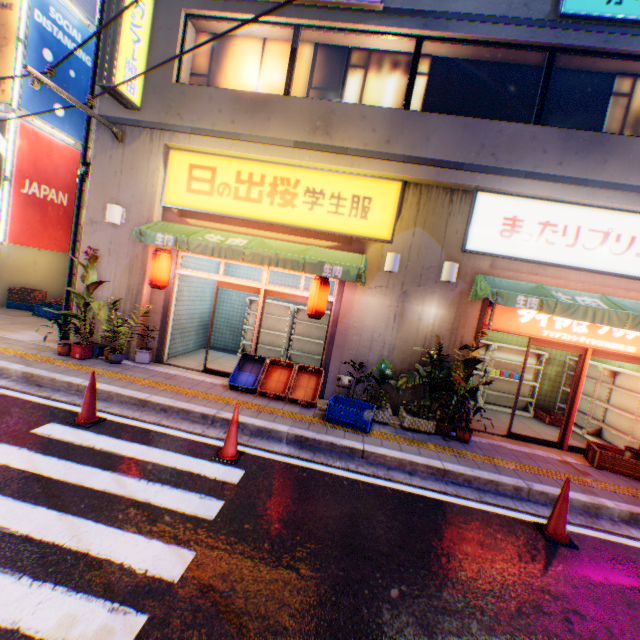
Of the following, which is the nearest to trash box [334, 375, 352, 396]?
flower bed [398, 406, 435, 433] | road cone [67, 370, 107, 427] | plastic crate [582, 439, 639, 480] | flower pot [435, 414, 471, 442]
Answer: flower bed [398, 406, 435, 433]

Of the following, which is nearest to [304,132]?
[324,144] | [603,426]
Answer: [324,144]

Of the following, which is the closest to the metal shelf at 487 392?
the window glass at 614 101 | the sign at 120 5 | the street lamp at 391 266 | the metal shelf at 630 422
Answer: the metal shelf at 630 422

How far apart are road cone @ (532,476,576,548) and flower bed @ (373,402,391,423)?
2.8m

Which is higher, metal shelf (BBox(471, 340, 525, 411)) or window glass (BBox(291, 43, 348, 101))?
window glass (BBox(291, 43, 348, 101))

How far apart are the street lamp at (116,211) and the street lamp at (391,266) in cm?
632

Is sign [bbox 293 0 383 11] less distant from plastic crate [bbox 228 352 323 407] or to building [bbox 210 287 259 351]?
building [bbox 210 287 259 351]

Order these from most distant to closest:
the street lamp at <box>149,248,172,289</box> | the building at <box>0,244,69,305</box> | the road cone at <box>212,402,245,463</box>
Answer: the building at <box>0,244,69,305</box>
the street lamp at <box>149,248,172,289</box>
the road cone at <box>212,402,245,463</box>
